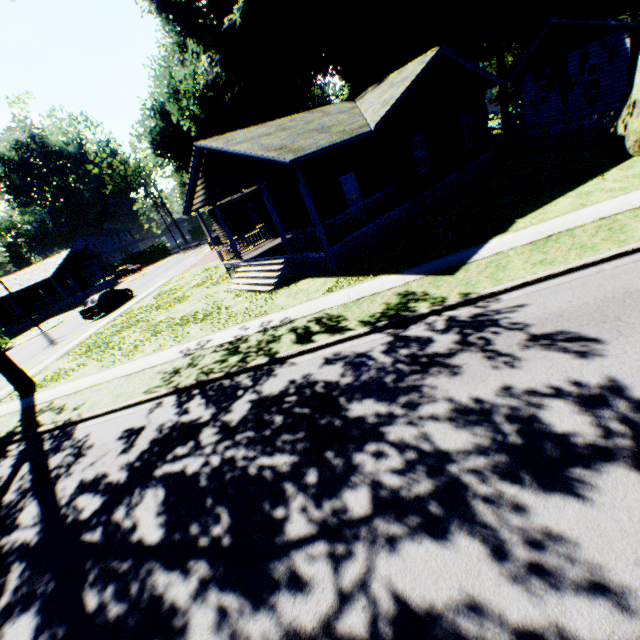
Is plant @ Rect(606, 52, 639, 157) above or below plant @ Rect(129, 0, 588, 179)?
below

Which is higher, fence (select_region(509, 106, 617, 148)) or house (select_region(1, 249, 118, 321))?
house (select_region(1, 249, 118, 321))

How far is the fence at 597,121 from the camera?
15.7m

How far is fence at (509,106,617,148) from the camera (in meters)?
15.66

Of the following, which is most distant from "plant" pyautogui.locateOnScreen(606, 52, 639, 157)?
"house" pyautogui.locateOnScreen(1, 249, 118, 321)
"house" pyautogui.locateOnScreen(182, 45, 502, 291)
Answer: "house" pyautogui.locateOnScreen(1, 249, 118, 321)

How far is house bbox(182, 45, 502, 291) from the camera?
12.8m

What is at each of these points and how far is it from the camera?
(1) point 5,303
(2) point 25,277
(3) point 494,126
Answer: (1) house, 39.7 meters
(2) house, 43.5 meters
(3) fence, 40.2 meters

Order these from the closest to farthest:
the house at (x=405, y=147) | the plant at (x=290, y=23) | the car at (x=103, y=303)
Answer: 1. the house at (x=405, y=147)
2. the plant at (x=290, y=23)
3. the car at (x=103, y=303)
